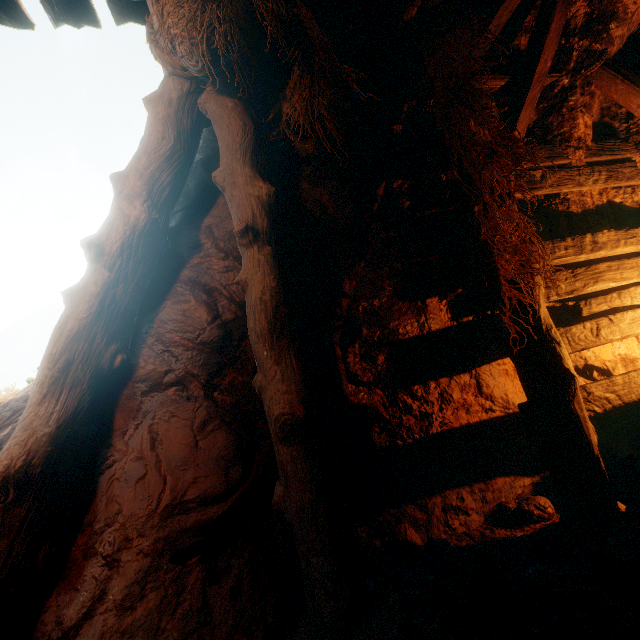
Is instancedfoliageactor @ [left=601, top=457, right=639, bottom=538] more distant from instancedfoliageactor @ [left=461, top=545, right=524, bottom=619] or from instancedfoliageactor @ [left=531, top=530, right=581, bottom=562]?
instancedfoliageactor @ [left=461, top=545, right=524, bottom=619]

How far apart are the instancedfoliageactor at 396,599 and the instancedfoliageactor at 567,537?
1.0 meters

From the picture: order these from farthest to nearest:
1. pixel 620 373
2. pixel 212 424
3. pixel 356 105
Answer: pixel 620 373 < pixel 356 105 < pixel 212 424

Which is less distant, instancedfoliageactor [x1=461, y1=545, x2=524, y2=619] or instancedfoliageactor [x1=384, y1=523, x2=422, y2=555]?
instancedfoliageactor [x1=461, y1=545, x2=524, y2=619]

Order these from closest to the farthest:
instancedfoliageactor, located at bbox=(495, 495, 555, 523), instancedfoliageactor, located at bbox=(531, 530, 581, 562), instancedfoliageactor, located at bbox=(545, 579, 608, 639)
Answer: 1. instancedfoliageactor, located at bbox=(545, 579, 608, 639)
2. instancedfoliageactor, located at bbox=(531, 530, 581, 562)
3. instancedfoliageactor, located at bbox=(495, 495, 555, 523)

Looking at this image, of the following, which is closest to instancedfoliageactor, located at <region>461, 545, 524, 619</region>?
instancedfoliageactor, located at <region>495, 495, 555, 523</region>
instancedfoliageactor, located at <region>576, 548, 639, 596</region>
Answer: instancedfoliageactor, located at <region>576, 548, 639, 596</region>

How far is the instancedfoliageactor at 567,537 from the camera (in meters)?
2.10

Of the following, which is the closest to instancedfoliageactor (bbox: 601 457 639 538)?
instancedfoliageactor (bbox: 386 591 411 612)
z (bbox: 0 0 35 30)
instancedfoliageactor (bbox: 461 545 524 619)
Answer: z (bbox: 0 0 35 30)
